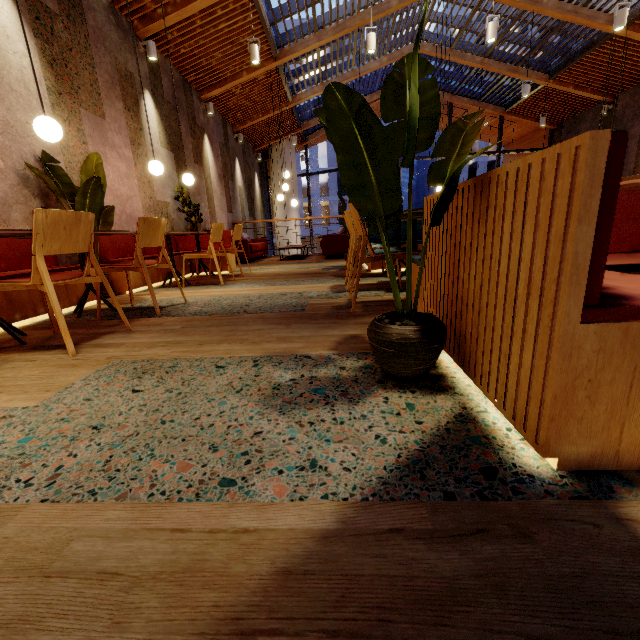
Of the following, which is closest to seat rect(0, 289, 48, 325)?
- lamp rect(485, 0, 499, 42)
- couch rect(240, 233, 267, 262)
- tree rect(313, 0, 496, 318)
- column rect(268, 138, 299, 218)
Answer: tree rect(313, 0, 496, 318)

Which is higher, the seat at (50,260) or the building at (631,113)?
the building at (631,113)

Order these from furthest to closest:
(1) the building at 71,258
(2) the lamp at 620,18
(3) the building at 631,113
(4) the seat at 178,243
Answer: (3) the building at 631,113 → (4) the seat at 178,243 → (2) the lamp at 620,18 → (1) the building at 71,258

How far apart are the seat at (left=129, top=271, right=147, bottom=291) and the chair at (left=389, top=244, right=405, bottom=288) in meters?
3.0 m

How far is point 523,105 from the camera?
11.7 meters

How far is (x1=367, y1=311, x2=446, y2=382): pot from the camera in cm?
124

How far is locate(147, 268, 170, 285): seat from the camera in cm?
478

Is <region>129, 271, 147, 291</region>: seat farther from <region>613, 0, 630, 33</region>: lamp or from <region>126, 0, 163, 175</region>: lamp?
<region>613, 0, 630, 33</region>: lamp
